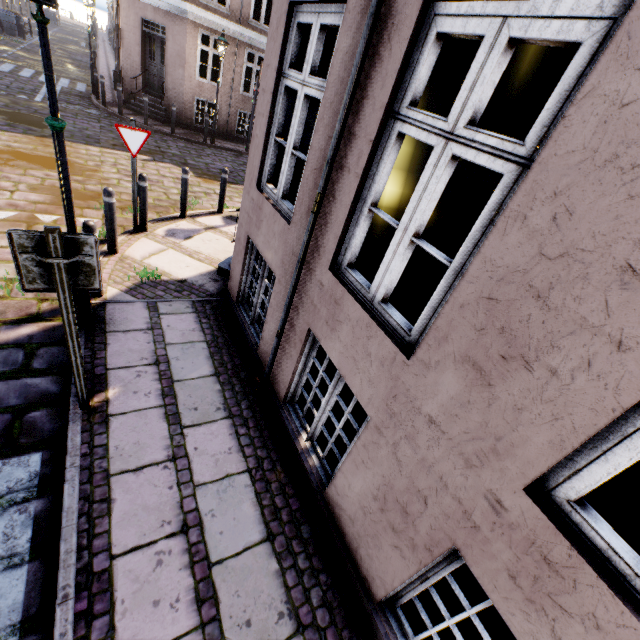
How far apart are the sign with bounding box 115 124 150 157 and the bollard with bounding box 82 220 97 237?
2.2m

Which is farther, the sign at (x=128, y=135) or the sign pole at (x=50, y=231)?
the sign at (x=128, y=135)

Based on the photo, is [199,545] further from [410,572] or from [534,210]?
[534,210]

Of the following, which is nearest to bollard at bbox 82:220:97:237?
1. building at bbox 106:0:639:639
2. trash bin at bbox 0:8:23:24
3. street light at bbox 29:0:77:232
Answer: street light at bbox 29:0:77:232

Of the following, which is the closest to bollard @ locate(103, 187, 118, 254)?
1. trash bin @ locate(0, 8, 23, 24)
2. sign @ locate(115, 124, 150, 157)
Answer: sign @ locate(115, 124, 150, 157)

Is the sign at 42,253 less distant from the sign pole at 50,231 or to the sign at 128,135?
the sign pole at 50,231

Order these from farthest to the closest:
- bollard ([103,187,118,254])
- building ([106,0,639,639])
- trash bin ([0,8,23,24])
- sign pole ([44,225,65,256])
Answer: trash bin ([0,8,23,24]) < bollard ([103,187,118,254]) < sign pole ([44,225,65,256]) < building ([106,0,639,639])

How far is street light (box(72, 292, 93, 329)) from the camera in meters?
3.8 m
